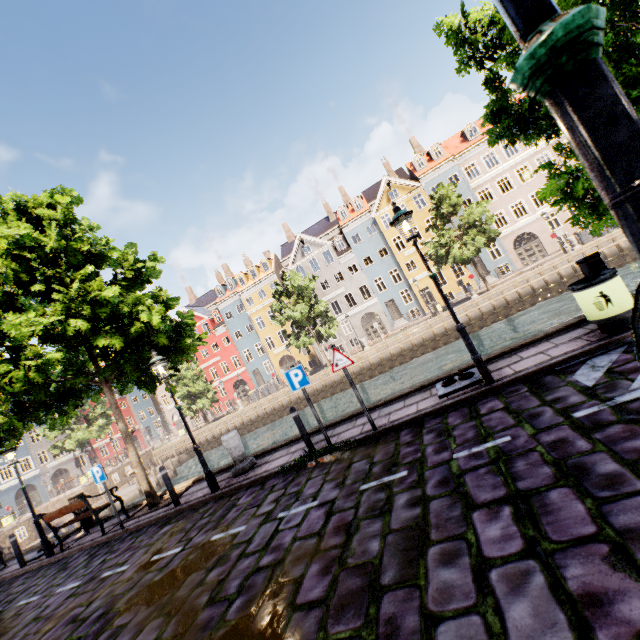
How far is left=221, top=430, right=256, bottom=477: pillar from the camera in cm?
848

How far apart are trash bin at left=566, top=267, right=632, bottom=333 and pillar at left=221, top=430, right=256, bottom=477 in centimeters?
825cm

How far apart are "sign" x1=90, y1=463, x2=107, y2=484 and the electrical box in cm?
1282

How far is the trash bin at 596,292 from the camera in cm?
541

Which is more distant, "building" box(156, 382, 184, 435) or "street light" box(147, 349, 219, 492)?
"building" box(156, 382, 184, 435)

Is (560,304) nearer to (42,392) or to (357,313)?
(357,313)

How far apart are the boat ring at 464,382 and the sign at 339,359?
1.9m

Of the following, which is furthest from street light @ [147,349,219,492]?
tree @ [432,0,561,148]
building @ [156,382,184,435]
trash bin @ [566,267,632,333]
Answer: building @ [156,382,184,435]
